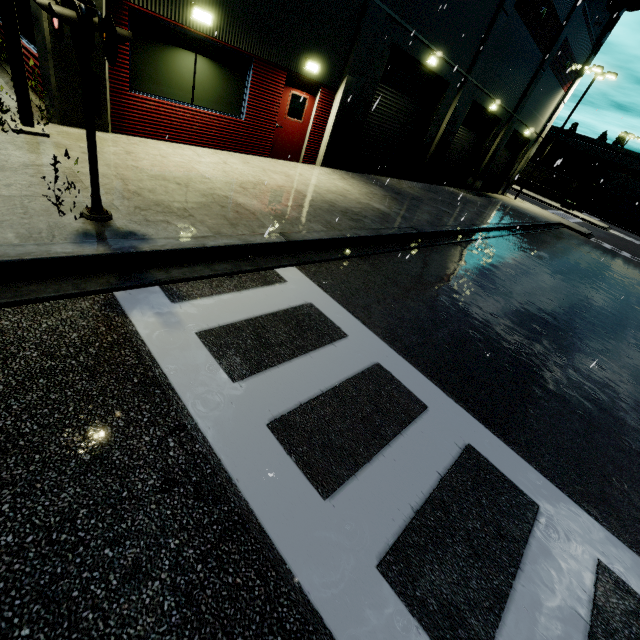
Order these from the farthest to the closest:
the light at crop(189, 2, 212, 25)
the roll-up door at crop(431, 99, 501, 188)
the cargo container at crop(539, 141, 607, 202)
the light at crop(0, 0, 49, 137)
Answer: the cargo container at crop(539, 141, 607, 202) → the roll-up door at crop(431, 99, 501, 188) → the light at crop(189, 2, 212, 25) → the light at crop(0, 0, 49, 137)

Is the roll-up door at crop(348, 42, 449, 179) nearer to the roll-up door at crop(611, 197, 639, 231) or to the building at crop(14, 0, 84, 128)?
the building at crop(14, 0, 84, 128)

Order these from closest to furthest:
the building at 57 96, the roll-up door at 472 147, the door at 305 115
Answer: the building at 57 96
the door at 305 115
the roll-up door at 472 147

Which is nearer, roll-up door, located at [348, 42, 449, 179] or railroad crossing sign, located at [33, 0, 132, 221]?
railroad crossing sign, located at [33, 0, 132, 221]

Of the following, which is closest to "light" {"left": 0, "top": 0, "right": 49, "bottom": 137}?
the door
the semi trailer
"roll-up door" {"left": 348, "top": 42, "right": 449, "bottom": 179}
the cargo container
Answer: the door

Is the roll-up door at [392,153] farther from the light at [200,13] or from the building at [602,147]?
the light at [200,13]

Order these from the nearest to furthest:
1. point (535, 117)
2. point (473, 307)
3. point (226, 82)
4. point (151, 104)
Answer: point (473, 307) → point (151, 104) → point (226, 82) → point (535, 117)

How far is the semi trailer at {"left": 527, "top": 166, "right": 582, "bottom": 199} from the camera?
50.8 meters
